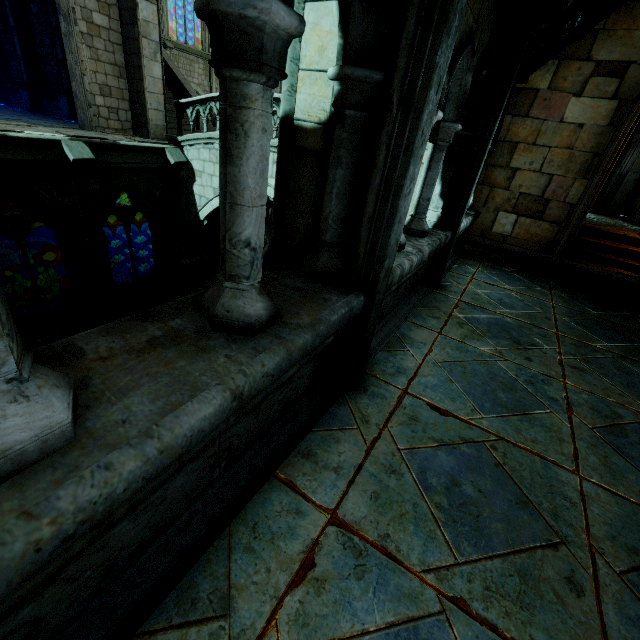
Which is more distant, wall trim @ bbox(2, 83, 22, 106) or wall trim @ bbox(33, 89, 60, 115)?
wall trim @ bbox(2, 83, 22, 106)

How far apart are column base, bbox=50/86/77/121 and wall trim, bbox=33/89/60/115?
0.0 meters

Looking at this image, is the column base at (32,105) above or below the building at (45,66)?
below

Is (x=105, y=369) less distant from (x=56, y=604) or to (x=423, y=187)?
(x=56, y=604)

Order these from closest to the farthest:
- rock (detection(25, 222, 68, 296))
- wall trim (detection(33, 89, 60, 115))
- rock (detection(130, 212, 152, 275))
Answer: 1. wall trim (detection(33, 89, 60, 115))
2. rock (detection(130, 212, 152, 275))
3. rock (detection(25, 222, 68, 296))

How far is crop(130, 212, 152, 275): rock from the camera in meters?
18.2

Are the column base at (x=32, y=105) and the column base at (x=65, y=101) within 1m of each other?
no

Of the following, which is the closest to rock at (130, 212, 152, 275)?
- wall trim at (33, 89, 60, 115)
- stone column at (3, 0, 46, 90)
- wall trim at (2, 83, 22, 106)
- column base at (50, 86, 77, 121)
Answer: stone column at (3, 0, 46, 90)
